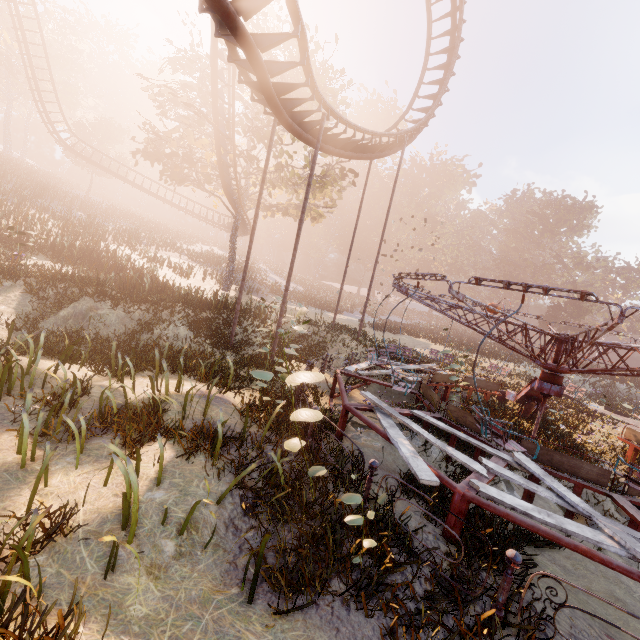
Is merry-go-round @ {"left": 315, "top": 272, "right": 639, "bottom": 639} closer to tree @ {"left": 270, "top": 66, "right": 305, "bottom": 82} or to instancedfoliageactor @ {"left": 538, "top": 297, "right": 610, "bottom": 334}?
tree @ {"left": 270, "top": 66, "right": 305, "bottom": 82}

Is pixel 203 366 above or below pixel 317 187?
below

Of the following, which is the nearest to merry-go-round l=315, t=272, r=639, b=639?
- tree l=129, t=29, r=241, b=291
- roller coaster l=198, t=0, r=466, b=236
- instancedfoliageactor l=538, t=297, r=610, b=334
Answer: roller coaster l=198, t=0, r=466, b=236

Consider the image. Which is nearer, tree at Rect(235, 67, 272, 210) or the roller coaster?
the roller coaster

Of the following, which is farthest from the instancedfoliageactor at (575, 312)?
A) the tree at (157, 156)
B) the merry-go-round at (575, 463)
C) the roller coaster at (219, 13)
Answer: the roller coaster at (219, 13)

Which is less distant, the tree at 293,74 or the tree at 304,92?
the tree at 293,74
